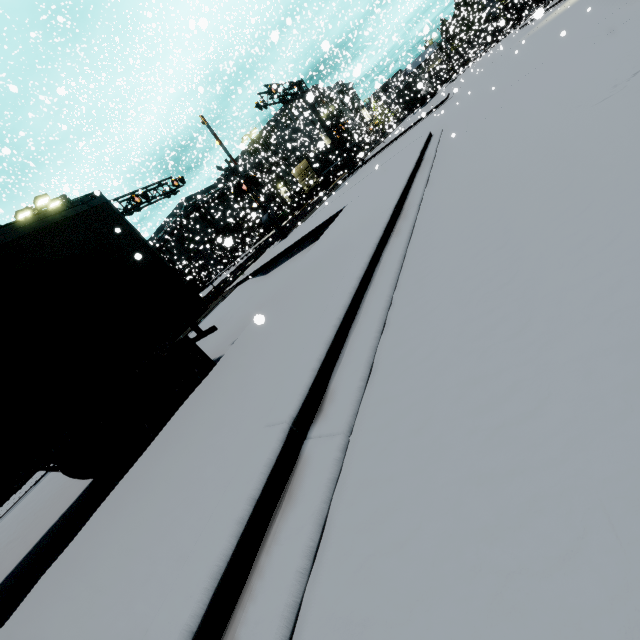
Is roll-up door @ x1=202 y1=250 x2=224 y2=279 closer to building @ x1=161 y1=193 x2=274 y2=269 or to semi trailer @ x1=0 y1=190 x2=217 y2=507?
building @ x1=161 y1=193 x2=274 y2=269

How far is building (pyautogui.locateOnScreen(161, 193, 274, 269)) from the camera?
39.1m

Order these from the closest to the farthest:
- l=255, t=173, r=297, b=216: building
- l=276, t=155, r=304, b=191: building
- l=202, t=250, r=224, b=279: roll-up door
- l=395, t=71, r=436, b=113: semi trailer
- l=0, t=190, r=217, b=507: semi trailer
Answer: l=0, t=190, r=217, b=507: semi trailer → l=395, t=71, r=436, b=113: semi trailer → l=276, t=155, r=304, b=191: building → l=255, t=173, r=297, b=216: building → l=202, t=250, r=224, b=279: roll-up door

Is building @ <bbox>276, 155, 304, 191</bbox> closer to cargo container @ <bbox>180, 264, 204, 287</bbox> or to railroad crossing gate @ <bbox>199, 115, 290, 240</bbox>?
cargo container @ <bbox>180, 264, 204, 287</bbox>

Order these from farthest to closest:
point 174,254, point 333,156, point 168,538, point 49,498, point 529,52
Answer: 1. point 174,254
2. point 333,156
3. point 529,52
4. point 49,498
5. point 168,538

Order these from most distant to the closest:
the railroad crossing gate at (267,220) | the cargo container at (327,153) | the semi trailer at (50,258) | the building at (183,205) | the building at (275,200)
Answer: the building at (275,200)
the cargo container at (327,153)
the building at (183,205)
the railroad crossing gate at (267,220)
the semi trailer at (50,258)

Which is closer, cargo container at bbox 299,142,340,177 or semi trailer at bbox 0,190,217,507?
semi trailer at bbox 0,190,217,507

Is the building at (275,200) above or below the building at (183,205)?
below
